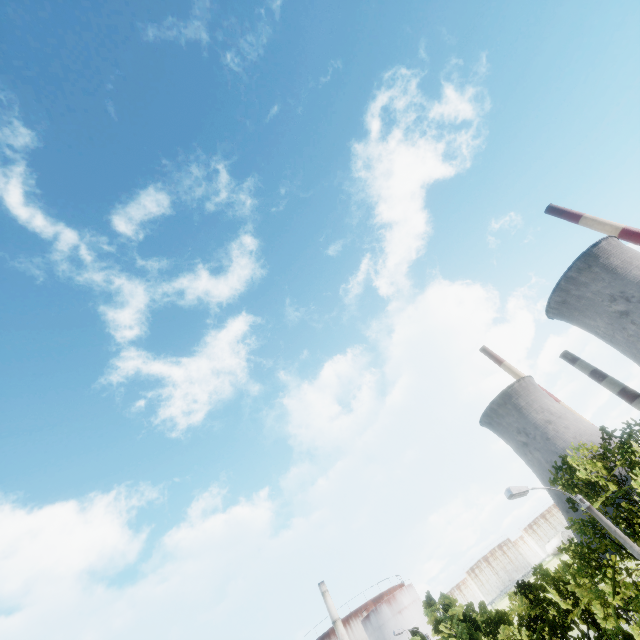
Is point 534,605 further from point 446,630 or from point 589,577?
point 446,630
